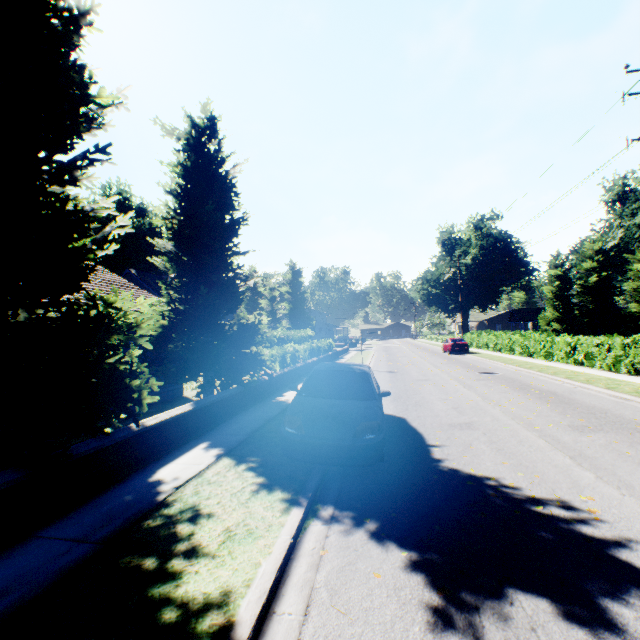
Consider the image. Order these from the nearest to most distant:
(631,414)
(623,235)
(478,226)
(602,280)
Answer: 1. (631,414)
2. (602,280)
3. (623,235)
4. (478,226)

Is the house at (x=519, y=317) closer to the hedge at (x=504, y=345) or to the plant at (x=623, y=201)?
the plant at (x=623, y=201)

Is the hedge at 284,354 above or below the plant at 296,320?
below

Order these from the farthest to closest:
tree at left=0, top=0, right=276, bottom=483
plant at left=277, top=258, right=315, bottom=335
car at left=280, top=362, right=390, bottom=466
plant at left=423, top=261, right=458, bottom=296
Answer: plant at left=423, top=261, right=458, bottom=296, plant at left=277, top=258, right=315, bottom=335, car at left=280, top=362, right=390, bottom=466, tree at left=0, top=0, right=276, bottom=483

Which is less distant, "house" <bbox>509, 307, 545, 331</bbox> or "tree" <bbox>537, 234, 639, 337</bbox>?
"tree" <bbox>537, 234, 639, 337</bbox>

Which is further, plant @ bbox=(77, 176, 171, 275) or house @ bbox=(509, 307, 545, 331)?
house @ bbox=(509, 307, 545, 331)

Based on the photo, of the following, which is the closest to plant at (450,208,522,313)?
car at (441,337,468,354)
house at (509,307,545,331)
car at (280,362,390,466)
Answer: house at (509,307,545,331)
